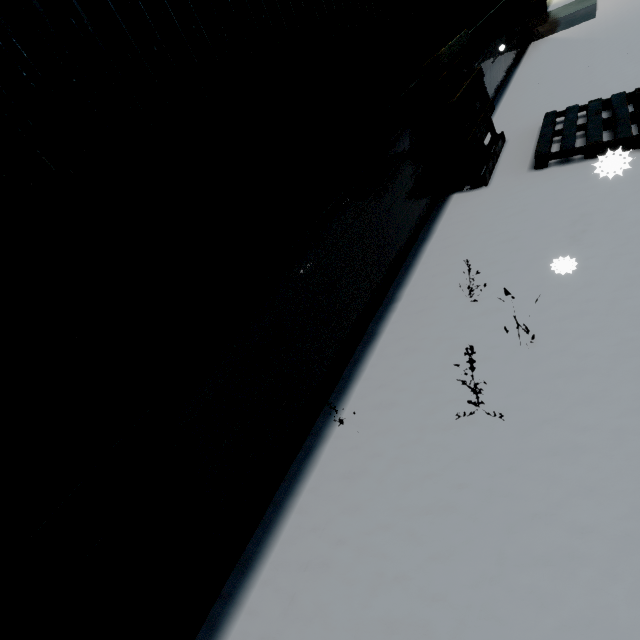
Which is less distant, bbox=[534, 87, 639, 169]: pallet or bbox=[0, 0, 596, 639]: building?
bbox=[0, 0, 596, 639]: building

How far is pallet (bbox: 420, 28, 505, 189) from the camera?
4.52m

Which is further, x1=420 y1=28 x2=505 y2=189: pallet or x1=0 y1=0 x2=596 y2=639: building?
x1=420 y1=28 x2=505 y2=189: pallet

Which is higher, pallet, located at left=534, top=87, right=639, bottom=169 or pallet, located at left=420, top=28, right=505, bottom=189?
pallet, located at left=420, top=28, right=505, bottom=189

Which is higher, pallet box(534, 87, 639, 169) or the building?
the building

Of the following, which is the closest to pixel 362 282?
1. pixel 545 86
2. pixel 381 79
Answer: pixel 381 79

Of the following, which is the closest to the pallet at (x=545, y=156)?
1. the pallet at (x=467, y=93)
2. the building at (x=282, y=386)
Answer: the pallet at (x=467, y=93)
